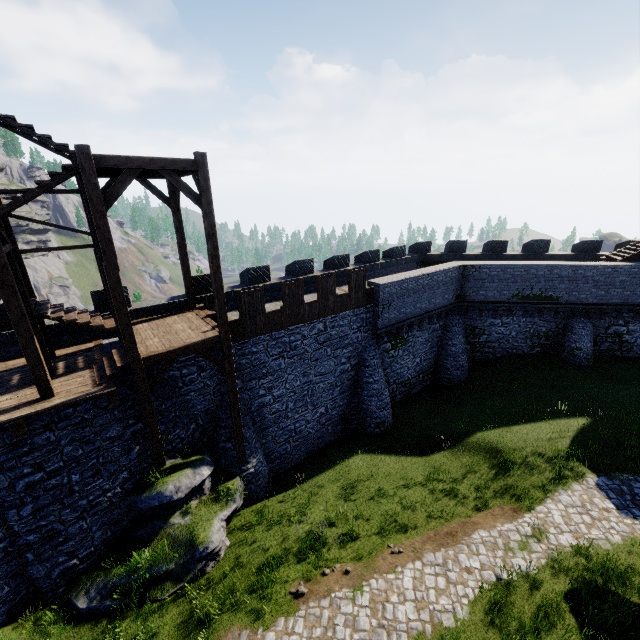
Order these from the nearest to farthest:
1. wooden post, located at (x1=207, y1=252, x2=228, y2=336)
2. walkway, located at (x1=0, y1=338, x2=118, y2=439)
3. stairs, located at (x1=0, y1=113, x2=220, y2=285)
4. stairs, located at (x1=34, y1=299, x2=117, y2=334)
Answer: stairs, located at (x1=0, y1=113, x2=220, y2=285)
walkway, located at (x1=0, y1=338, x2=118, y2=439)
stairs, located at (x1=34, y1=299, x2=117, y2=334)
wooden post, located at (x1=207, y1=252, x2=228, y2=336)

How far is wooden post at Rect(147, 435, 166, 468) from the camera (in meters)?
11.17

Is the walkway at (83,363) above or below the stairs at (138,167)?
below

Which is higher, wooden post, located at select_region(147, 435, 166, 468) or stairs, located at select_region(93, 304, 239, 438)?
stairs, located at select_region(93, 304, 239, 438)

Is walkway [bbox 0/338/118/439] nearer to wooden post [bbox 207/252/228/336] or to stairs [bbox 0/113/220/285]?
stairs [bbox 0/113/220/285]

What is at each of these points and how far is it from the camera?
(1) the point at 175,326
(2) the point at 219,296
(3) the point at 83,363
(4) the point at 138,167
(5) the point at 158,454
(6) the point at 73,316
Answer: (1) stairs, 12.8m
(2) wooden post, 11.2m
(3) walkway, 11.4m
(4) stairs, 8.8m
(5) wooden post, 11.4m
(6) stairs, 10.8m

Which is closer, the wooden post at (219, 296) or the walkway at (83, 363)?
the walkway at (83, 363)
